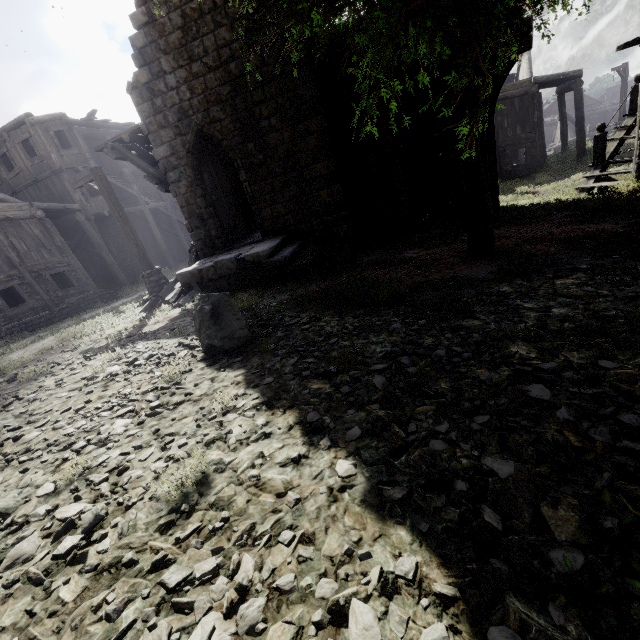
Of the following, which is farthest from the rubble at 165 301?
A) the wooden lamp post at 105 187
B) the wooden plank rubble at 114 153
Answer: the wooden plank rubble at 114 153

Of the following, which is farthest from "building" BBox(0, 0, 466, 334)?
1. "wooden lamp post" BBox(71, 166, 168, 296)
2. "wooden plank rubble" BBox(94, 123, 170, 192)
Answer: "wooden lamp post" BBox(71, 166, 168, 296)

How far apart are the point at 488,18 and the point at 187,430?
4.9m

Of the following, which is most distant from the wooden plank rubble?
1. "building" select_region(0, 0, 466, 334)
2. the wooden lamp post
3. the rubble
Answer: the rubble

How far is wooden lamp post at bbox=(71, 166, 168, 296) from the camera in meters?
10.6

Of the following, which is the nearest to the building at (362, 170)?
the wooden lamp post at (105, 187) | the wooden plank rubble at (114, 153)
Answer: the wooden plank rubble at (114, 153)

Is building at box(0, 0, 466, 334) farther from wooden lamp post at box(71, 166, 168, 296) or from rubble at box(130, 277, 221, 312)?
wooden lamp post at box(71, 166, 168, 296)
